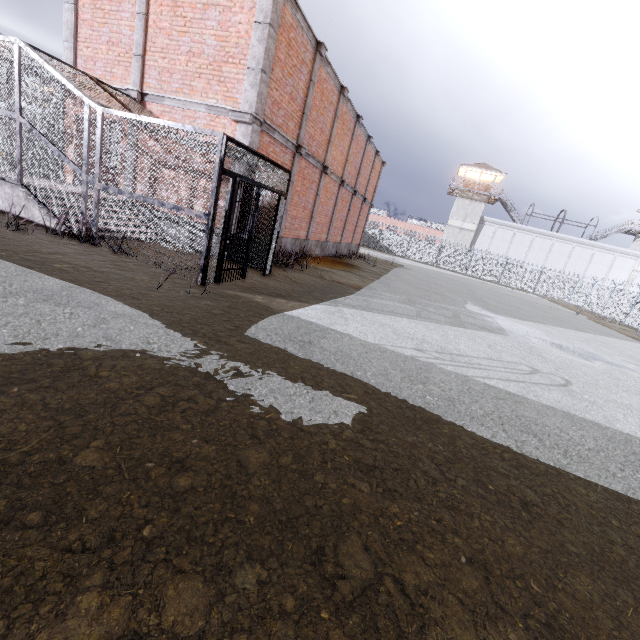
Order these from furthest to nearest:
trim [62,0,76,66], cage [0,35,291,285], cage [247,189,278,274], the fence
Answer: the fence, trim [62,0,76,66], cage [247,189,278,274], cage [0,35,291,285]

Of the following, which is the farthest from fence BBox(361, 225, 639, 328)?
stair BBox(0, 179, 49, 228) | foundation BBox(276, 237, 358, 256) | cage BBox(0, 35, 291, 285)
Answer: stair BBox(0, 179, 49, 228)

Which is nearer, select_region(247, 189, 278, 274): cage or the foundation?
select_region(247, 189, 278, 274): cage

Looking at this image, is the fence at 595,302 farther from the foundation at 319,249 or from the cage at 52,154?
the foundation at 319,249

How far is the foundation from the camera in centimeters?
1307cm

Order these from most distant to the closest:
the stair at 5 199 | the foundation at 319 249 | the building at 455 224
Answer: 1. the building at 455 224
2. the foundation at 319 249
3. the stair at 5 199

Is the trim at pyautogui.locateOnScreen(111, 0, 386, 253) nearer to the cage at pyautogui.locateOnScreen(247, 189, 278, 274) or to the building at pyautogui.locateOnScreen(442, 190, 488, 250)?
the cage at pyautogui.locateOnScreen(247, 189, 278, 274)

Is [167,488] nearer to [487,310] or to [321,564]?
[321,564]
